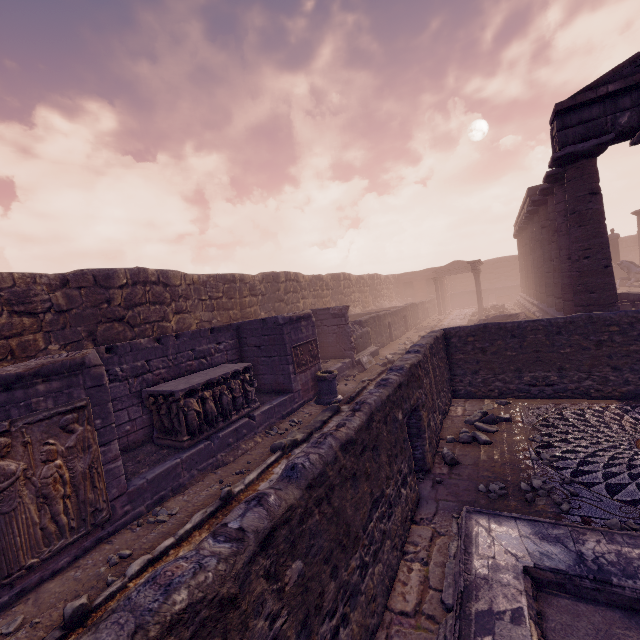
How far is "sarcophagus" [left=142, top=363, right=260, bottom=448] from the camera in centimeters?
655cm

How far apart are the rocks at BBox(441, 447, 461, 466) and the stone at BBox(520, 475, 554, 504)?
1.0m

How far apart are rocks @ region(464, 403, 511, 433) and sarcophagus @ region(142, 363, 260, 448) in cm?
500

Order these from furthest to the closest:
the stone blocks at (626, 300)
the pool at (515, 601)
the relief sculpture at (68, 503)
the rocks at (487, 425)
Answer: the stone blocks at (626, 300), the rocks at (487, 425), the relief sculpture at (68, 503), the pool at (515, 601)

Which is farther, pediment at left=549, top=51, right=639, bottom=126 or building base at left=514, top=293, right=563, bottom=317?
building base at left=514, top=293, right=563, bottom=317

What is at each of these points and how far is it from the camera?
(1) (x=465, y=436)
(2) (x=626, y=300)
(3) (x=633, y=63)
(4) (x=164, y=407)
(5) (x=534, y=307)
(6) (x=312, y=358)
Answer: (1) rocks, 6.2m
(2) stone blocks, 12.3m
(3) pediment, 8.6m
(4) sarcophagus, 6.6m
(5) building base, 19.9m
(6) relief sculpture, 10.7m

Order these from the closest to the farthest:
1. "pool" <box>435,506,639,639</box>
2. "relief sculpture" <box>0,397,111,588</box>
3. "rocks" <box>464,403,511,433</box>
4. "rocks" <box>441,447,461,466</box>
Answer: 1. "pool" <box>435,506,639,639</box>
2. "relief sculpture" <box>0,397,111,588</box>
3. "rocks" <box>441,447,461,466</box>
4. "rocks" <box>464,403,511,433</box>

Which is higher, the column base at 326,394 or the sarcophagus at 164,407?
the sarcophagus at 164,407
